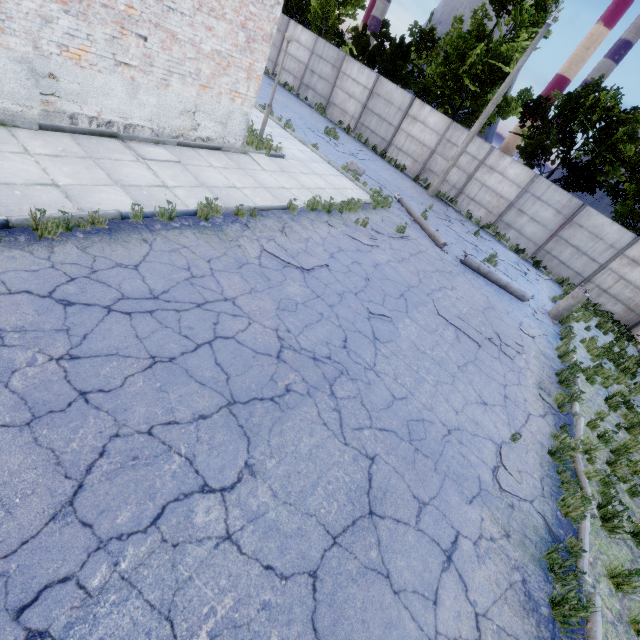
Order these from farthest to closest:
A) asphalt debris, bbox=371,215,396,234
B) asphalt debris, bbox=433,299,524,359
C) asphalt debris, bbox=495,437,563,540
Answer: asphalt debris, bbox=371,215,396,234
asphalt debris, bbox=433,299,524,359
asphalt debris, bbox=495,437,563,540

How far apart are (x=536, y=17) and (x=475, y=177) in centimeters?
857cm

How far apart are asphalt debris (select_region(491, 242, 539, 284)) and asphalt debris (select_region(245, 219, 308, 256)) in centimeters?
1109cm

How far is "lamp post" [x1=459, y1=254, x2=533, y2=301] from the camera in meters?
12.4

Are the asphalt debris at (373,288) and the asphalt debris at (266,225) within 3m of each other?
yes

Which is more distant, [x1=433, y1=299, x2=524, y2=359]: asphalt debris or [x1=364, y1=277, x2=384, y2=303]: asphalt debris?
[x1=433, y1=299, x2=524, y2=359]: asphalt debris

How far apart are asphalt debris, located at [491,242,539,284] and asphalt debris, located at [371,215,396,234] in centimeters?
615cm

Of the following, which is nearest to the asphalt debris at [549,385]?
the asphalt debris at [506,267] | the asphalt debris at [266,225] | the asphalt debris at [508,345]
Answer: the asphalt debris at [508,345]
